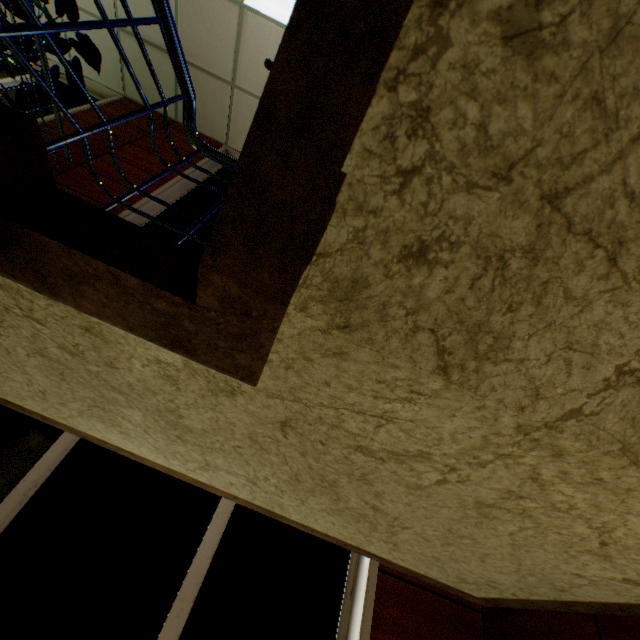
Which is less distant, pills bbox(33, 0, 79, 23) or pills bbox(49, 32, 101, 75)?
pills bbox(33, 0, 79, 23)

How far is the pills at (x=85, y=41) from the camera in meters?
4.5 m

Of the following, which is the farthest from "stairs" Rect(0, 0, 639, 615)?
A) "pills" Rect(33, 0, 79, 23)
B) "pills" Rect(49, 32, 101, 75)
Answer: "pills" Rect(49, 32, 101, 75)

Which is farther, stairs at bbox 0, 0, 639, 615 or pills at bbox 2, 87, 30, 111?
pills at bbox 2, 87, 30, 111

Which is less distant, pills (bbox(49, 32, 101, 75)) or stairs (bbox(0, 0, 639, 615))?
stairs (bbox(0, 0, 639, 615))

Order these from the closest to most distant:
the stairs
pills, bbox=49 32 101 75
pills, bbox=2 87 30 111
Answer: the stairs
pills, bbox=2 87 30 111
pills, bbox=49 32 101 75

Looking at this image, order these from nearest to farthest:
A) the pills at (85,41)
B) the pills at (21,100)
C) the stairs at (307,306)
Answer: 1. the stairs at (307,306)
2. the pills at (21,100)
3. the pills at (85,41)

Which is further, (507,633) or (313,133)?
(507,633)
